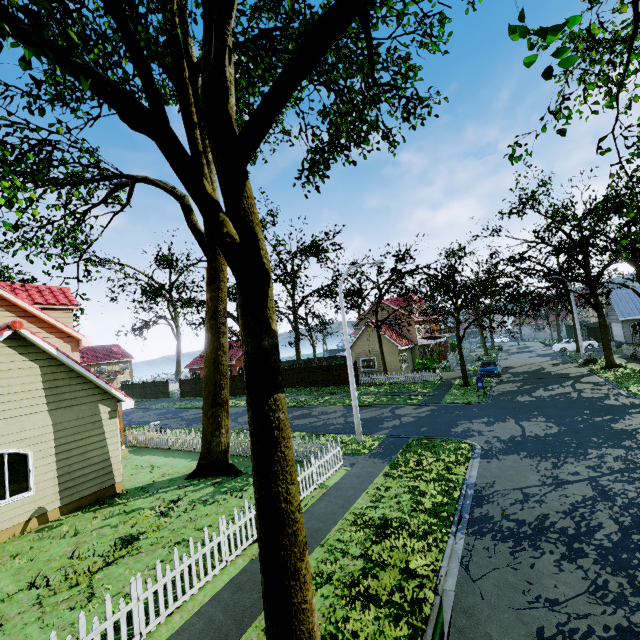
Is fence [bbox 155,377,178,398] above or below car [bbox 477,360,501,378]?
above

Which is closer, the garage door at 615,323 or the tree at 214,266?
the tree at 214,266

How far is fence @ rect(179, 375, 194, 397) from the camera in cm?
4141

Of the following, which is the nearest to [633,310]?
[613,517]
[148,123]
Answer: [613,517]

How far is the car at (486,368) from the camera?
27.6 meters

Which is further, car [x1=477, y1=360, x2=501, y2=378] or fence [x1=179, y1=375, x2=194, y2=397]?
fence [x1=179, y1=375, x2=194, y2=397]

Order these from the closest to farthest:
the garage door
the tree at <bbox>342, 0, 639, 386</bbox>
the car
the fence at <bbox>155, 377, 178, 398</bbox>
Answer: the tree at <bbox>342, 0, 639, 386</bbox> < the car < the garage door < the fence at <bbox>155, 377, 178, 398</bbox>
